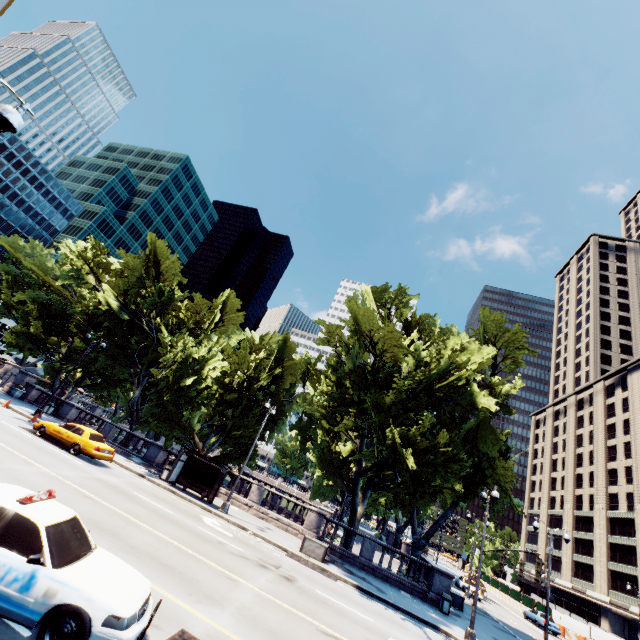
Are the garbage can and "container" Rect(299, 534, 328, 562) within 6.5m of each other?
no

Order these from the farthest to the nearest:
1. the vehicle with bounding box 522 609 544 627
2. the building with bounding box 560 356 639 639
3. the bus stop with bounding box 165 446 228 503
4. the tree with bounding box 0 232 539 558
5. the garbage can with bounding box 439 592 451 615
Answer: the building with bounding box 560 356 639 639 → the vehicle with bounding box 522 609 544 627 → the tree with bounding box 0 232 539 558 → the bus stop with bounding box 165 446 228 503 → the garbage can with bounding box 439 592 451 615

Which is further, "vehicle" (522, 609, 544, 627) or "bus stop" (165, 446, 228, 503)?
"vehicle" (522, 609, 544, 627)

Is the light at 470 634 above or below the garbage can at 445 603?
below

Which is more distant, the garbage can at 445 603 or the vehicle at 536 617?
the vehicle at 536 617

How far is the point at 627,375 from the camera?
59.88m

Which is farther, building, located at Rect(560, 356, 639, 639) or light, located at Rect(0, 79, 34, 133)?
building, located at Rect(560, 356, 639, 639)

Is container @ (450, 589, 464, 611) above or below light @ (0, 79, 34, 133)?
below
